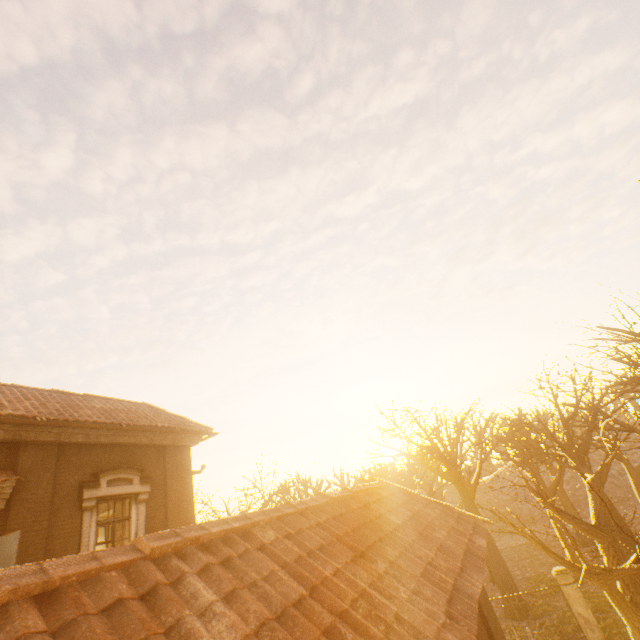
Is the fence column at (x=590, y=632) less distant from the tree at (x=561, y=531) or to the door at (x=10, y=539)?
the tree at (x=561, y=531)

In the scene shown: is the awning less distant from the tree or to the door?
the door

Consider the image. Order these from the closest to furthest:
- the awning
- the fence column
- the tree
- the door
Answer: the door
the awning
the tree
the fence column

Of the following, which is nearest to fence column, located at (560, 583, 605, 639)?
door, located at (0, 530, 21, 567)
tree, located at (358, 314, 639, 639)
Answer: tree, located at (358, 314, 639, 639)

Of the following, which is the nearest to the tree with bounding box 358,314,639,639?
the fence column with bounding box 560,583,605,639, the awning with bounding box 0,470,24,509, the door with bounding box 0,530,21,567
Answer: the fence column with bounding box 560,583,605,639

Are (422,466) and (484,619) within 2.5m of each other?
no

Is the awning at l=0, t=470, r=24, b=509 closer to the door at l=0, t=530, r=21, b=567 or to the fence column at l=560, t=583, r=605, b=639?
A: the door at l=0, t=530, r=21, b=567

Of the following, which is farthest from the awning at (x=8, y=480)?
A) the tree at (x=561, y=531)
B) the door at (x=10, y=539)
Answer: the tree at (x=561, y=531)
